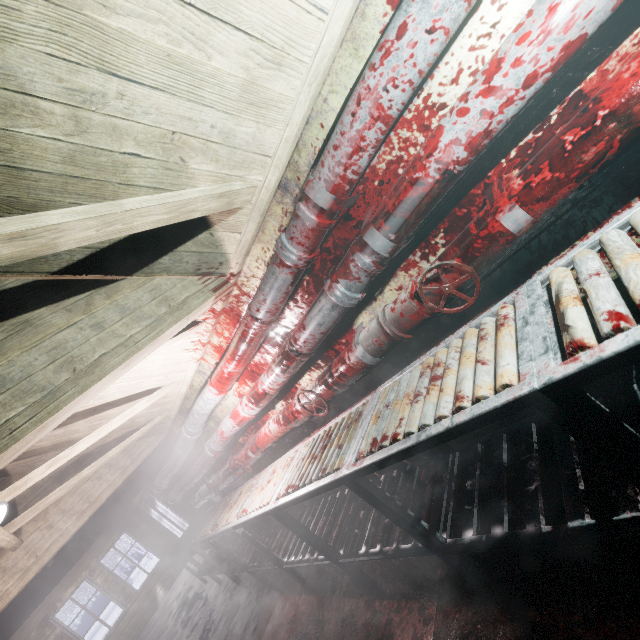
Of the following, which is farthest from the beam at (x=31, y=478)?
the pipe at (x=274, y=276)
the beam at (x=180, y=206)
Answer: the beam at (x=180, y=206)

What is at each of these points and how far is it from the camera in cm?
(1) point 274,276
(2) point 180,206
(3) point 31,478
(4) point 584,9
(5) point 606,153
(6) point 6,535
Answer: (1) pipe, 179
(2) beam, 134
(3) beam, 230
(4) pipe, 84
(5) pipe, 96
(6) beam, 266

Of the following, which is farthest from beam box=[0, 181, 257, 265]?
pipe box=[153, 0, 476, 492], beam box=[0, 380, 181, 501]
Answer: beam box=[0, 380, 181, 501]

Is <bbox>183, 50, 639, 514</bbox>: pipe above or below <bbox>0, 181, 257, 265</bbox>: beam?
below

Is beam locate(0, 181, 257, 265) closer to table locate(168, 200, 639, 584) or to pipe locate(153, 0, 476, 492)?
pipe locate(153, 0, 476, 492)

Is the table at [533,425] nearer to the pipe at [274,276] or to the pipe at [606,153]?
the pipe at [606,153]

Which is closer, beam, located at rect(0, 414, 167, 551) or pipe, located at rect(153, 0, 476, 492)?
pipe, located at rect(153, 0, 476, 492)

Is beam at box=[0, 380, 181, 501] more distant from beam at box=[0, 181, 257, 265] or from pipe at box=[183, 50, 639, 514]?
beam at box=[0, 181, 257, 265]
